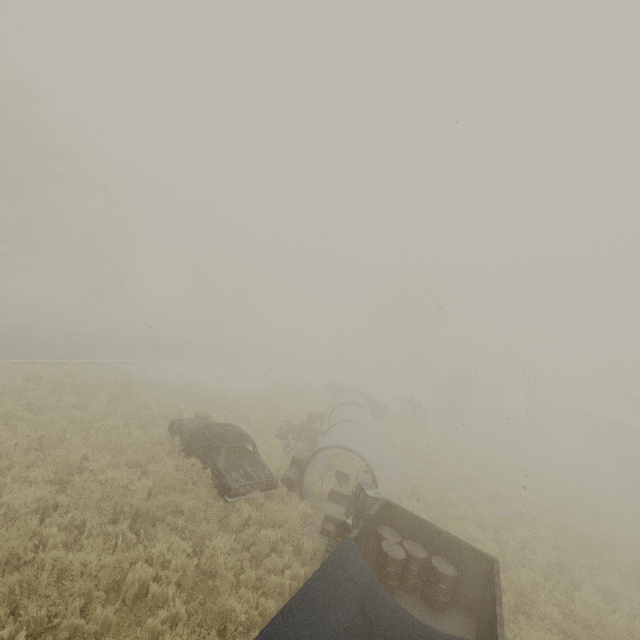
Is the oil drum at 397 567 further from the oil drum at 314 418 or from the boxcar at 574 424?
the boxcar at 574 424

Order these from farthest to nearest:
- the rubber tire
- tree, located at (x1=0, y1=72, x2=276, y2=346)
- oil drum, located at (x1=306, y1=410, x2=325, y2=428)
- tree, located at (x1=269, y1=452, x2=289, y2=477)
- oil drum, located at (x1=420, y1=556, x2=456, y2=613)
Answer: tree, located at (x1=0, y1=72, x2=276, y2=346)
oil drum, located at (x1=306, y1=410, x2=325, y2=428)
the rubber tire
tree, located at (x1=269, y1=452, x2=289, y2=477)
oil drum, located at (x1=420, y1=556, x2=456, y2=613)

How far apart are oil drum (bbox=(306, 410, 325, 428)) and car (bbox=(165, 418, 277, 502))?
5.3 meters

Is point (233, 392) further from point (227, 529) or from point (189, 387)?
point (227, 529)

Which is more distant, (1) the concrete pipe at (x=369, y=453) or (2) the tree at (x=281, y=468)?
(2) the tree at (x=281, y=468)

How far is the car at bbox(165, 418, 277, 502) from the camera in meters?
8.6 m

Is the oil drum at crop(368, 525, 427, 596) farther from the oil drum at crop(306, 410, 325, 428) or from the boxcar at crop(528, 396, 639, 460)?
the boxcar at crop(528, 396, 639, 460)

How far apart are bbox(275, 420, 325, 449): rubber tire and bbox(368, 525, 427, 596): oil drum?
7.1 meters
